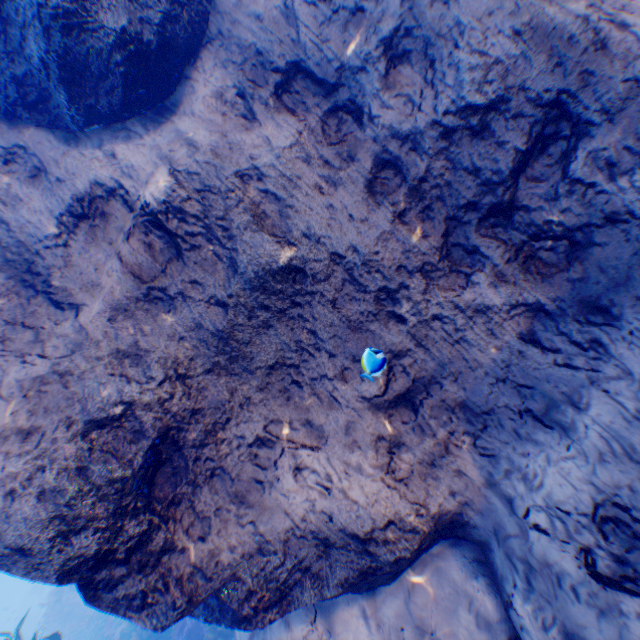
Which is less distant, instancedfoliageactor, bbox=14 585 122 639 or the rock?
the rock

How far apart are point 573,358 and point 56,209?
6.14m

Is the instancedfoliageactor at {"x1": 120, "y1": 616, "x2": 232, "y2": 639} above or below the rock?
below

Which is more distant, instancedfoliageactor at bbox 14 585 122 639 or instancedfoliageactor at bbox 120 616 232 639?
instancedfoliageactor at bbox 120 616 232 639

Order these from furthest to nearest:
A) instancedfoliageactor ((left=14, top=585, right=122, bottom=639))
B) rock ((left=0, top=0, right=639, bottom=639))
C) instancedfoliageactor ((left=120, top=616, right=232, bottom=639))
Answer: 1. instancedfoliageactor ((left=120, top=616, right=232, bottom=639))
2. instancedfoliageactor ((left=14, top=585, right=122, bottom=639))
3. rock ((left=0, top=0, right=639, bottom=639))

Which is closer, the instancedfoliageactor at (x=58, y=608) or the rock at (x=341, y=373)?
the rock at (x=341, y=373)

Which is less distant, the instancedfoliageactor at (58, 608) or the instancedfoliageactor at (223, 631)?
the instancedfoliageactor at (58, 608)
